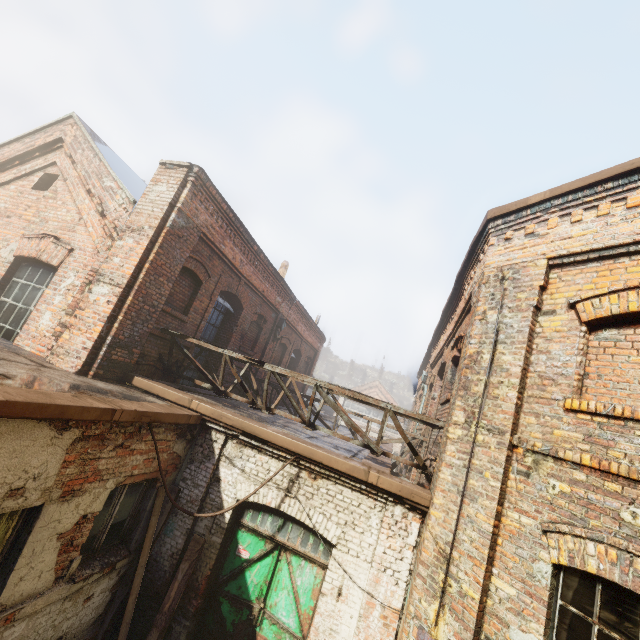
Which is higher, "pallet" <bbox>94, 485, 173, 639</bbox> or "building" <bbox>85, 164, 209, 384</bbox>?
"building" <bbox>85, 164, 209, 384</bbox>

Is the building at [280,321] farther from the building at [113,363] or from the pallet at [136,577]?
the pallet at [136,577]

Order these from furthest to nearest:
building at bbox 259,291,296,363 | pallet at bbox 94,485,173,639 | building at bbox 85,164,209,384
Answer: building at bbox 259,291,296,363, building at bbox 85,164,209,384, pallet at bbox 94,485,173,639

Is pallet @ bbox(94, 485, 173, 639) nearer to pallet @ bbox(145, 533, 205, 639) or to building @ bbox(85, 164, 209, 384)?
pallet @ bbox(145, 533, 205, 639)

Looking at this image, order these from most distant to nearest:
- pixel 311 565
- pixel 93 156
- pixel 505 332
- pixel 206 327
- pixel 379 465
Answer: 1. pixel 206 327
2. pixel 93 156
3. pixel 379 465
4. pixel 311 565
5. pixel 505 332

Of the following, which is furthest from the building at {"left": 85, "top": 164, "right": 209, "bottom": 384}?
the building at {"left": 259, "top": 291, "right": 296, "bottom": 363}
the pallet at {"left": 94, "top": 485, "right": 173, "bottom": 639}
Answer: the building at {"left": 259, "top": 291, "right": 296, "bottom": 363}

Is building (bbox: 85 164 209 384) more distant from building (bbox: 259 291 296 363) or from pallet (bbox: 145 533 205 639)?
building (bbox: 259 291 296 363)

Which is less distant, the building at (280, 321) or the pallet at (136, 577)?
the pallet at (136, 577)
